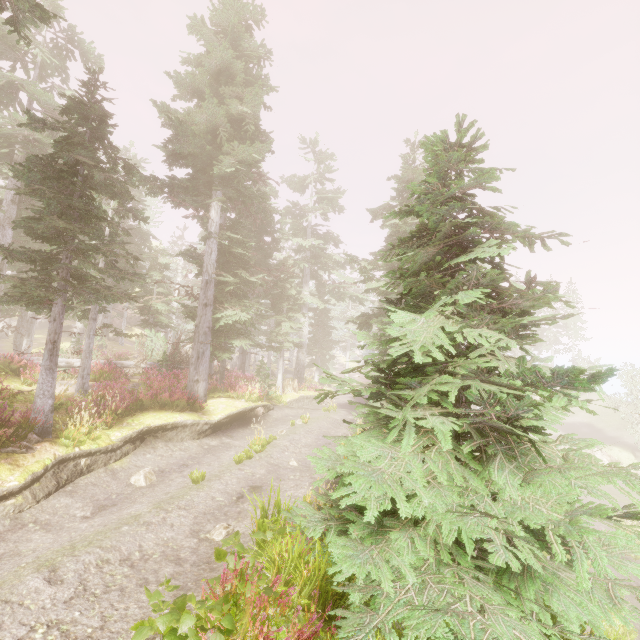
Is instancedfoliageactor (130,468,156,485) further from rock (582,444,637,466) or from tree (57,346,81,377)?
rock (582,444,637,466)

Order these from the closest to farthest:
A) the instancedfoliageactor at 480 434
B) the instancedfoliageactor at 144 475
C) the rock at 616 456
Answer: the instancedfoliageactor at 480 434, the instancedfoliageactor at 144 475, the rock at 616 456

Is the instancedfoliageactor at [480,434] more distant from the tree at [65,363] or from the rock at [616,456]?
the rock at [616,456]

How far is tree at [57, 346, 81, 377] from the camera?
17.3 meters

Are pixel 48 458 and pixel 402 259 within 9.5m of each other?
no

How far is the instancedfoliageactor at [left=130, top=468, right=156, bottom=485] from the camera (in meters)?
9.41

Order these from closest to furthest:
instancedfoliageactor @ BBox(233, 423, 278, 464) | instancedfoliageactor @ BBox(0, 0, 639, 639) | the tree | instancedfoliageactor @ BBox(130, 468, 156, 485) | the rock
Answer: instancedfoliageactor @ BBox(0, 0, 639, 639) → instancedfoliageactor @ BBox(130, 468, 156, 485) → instancedfoliageactor @ BBox(233, 423, 278, 464) → the tree → the rock
